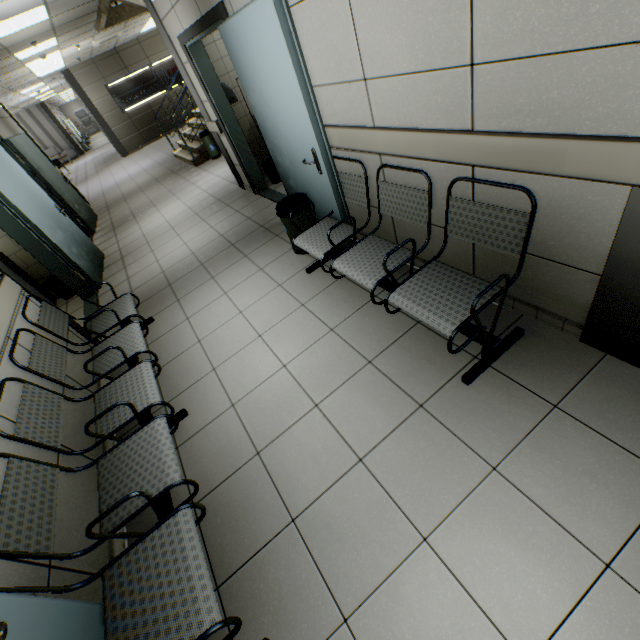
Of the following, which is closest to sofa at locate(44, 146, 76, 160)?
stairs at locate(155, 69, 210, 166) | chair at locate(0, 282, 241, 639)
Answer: stairs at locate(155, 69, 210, 166)

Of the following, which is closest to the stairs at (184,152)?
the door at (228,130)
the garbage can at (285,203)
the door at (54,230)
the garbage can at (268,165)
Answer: the door at (228,130)

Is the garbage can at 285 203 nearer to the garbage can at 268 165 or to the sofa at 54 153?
the garbage can at 268 165

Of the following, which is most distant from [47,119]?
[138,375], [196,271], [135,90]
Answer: [138,375]

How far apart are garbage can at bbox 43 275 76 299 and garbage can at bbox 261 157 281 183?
3.6m

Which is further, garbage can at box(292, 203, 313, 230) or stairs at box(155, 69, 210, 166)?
stairs at box(155, 69, 210, 166)

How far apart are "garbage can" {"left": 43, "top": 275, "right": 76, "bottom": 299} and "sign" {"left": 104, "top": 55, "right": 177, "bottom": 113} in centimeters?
1257cm

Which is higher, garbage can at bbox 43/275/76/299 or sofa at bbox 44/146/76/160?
sofa at bbox 44/146/76/160
